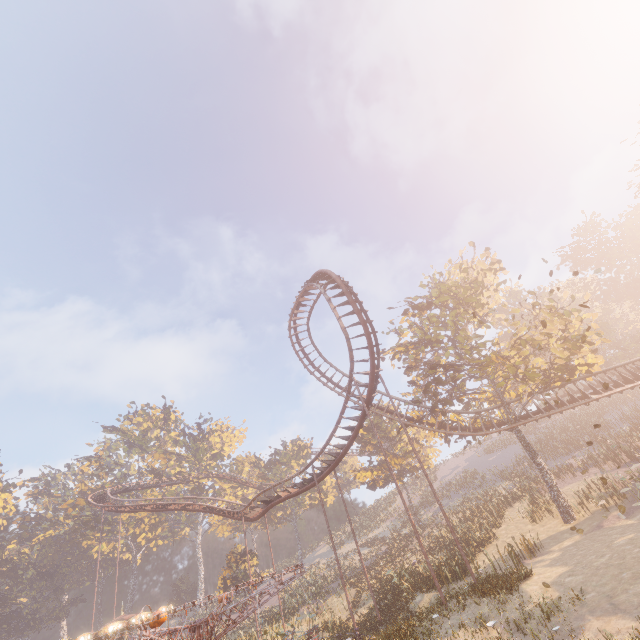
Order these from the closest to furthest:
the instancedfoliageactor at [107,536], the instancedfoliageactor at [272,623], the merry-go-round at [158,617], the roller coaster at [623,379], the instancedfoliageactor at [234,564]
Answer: the merry-go-round at [158,617] → the instancedfoliageactor at [272,623] → the roller coaster at [623,379] → the instancedfoliageactor at [234,564] → the instancedfoliageactor at [107,536]

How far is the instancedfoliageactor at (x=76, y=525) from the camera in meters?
52.8 m

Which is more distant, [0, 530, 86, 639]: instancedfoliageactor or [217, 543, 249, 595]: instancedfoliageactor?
[0, 530, 86, 639]: instancedfoliageactor

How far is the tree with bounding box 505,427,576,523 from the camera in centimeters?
2111cm

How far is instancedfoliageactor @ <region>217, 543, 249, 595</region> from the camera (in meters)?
38.16

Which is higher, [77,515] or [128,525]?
[77,515]

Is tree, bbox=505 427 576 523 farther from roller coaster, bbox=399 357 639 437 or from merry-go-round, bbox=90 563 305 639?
merry-go-round, bbox=90 563 305 639

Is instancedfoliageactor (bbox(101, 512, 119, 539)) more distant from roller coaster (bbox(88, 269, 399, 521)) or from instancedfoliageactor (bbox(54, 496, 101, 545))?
roller coaster (bbox(88, 269, 399, 521))
